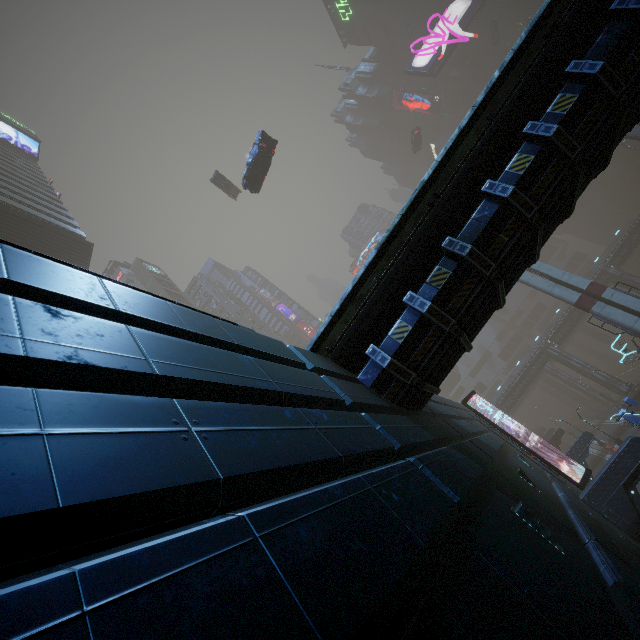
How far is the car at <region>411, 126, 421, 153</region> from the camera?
52.1 meters

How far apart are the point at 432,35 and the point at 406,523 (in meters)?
74.42

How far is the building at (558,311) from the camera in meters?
59.2 m

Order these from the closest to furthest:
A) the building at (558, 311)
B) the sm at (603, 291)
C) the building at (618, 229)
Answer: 1. the sm at (603, 291)
2. the building at (618, 229)
3. the building at (558, 311)

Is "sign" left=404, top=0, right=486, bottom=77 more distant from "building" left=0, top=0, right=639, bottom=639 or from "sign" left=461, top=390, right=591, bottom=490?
"sign" left=461, top=390, right=591, bottom=490

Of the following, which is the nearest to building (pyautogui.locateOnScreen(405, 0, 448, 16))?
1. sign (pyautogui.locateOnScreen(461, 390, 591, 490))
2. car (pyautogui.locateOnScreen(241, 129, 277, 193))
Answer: sign (pyautogui.locateOnScreen(461, 390, 591, 490))

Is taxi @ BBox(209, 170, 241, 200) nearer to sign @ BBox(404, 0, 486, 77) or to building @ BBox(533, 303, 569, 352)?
building @ BBox(533, 303, 569, 352)

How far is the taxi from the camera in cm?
4022
